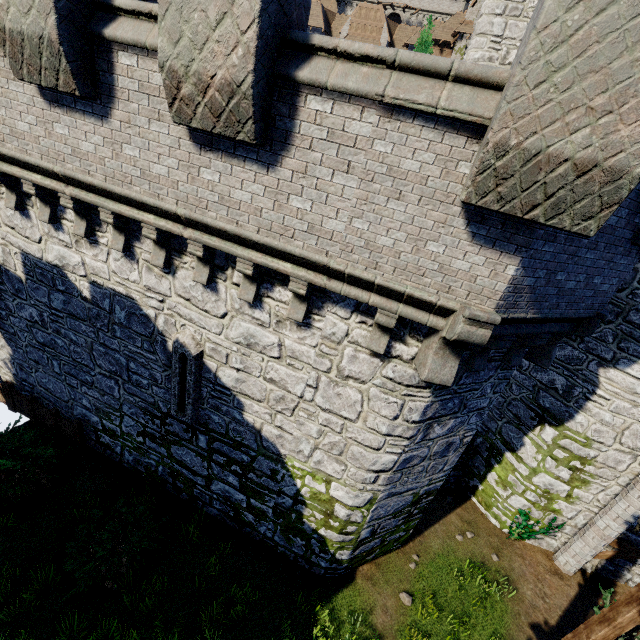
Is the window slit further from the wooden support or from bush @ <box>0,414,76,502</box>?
the wooden support

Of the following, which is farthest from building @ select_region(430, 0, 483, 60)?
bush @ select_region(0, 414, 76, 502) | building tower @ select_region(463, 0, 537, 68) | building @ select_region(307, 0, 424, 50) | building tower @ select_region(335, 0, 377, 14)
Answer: bush @ select_region(0, 414, 76, 502)

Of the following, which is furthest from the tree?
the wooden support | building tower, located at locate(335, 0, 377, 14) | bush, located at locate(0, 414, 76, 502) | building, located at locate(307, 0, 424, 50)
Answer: building tower, located at locate(335, 0, 377, 14)

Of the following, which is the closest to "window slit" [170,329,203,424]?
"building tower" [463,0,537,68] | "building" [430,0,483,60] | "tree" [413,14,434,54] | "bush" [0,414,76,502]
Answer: "bush" [0,414,76,502]

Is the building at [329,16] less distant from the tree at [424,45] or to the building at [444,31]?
the building at [444,31]

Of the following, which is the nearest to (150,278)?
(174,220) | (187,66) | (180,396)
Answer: (174,220)

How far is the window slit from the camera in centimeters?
692cm

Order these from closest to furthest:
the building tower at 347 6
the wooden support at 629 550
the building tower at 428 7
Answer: the wooden support at 629 550
the building tower at 428 7
the building tower at 347 6
